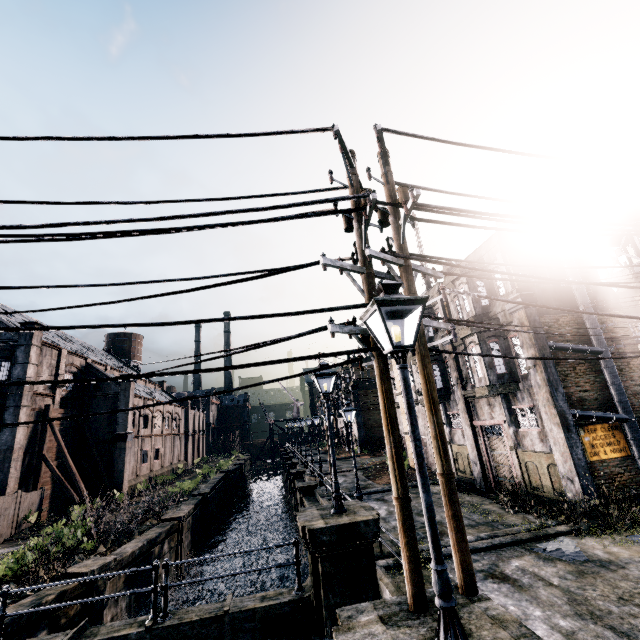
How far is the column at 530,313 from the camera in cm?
1552

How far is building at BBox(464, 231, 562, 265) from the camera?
17.7m

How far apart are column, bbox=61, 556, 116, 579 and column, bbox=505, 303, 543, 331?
20.6m

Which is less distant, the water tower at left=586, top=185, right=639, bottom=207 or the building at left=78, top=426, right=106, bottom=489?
the water tower at left=586, top=185, right=639, bottom=207

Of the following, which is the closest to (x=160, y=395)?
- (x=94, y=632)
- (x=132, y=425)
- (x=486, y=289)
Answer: (x=132, y=425)

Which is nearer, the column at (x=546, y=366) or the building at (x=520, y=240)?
the column at (x=546, y=366)

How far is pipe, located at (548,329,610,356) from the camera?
15.45m

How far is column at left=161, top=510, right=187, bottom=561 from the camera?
21.25m
